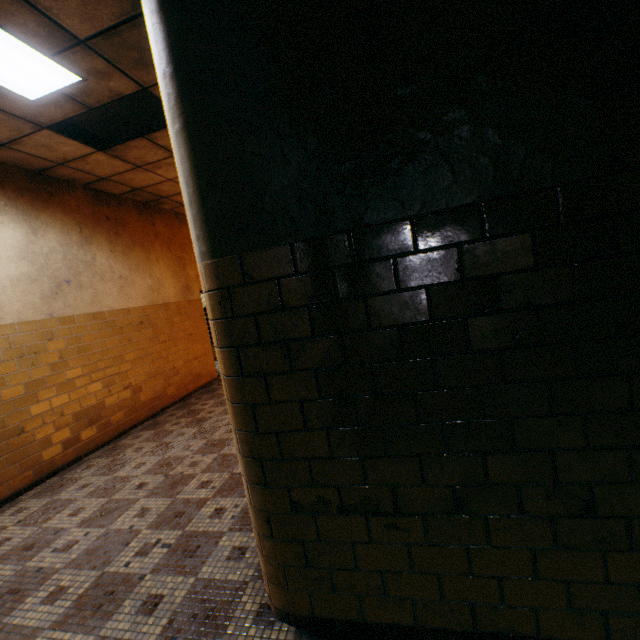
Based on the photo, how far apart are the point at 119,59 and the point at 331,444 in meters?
3.6 m
